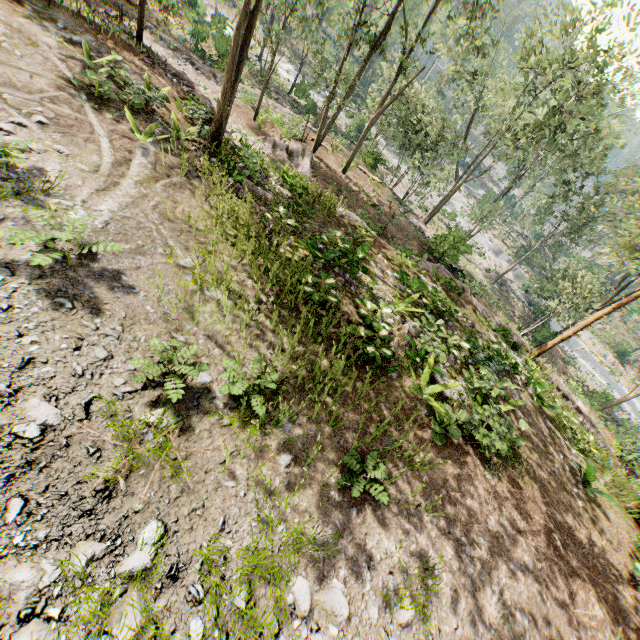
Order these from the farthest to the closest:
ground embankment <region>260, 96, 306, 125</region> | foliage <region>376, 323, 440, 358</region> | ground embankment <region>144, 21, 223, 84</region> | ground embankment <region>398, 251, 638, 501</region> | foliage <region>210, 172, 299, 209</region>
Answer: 1. ground embankment <region>260, 96, 306, 125</region>
2. ground embankment <region>144, 21, 223, 84</region>
3. ground embankment <region>398, 251, 638, 501</region>
4. foliage <region>210, 172, 299, 209</region>
5. foliage <region>376, 323, 440, 358</region>

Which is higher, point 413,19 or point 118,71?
point 413,19

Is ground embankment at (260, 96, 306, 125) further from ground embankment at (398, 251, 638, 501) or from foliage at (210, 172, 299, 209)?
ground embankment at (398, 251, 638, 501)

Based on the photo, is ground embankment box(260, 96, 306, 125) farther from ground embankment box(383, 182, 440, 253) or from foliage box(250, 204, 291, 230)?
ground embankment box(383, 182, 440, 253)

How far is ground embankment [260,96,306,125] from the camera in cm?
2361

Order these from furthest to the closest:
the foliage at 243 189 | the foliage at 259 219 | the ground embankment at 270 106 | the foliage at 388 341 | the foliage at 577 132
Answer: the ground embankment at 270 106, the foliage at 577 132, the foliage at 243 189, the foliage at 259 219, the foliage at 388 341

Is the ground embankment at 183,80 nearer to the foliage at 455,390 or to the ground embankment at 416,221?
the foliage at 455,390

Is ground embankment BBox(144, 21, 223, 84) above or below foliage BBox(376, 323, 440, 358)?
below
